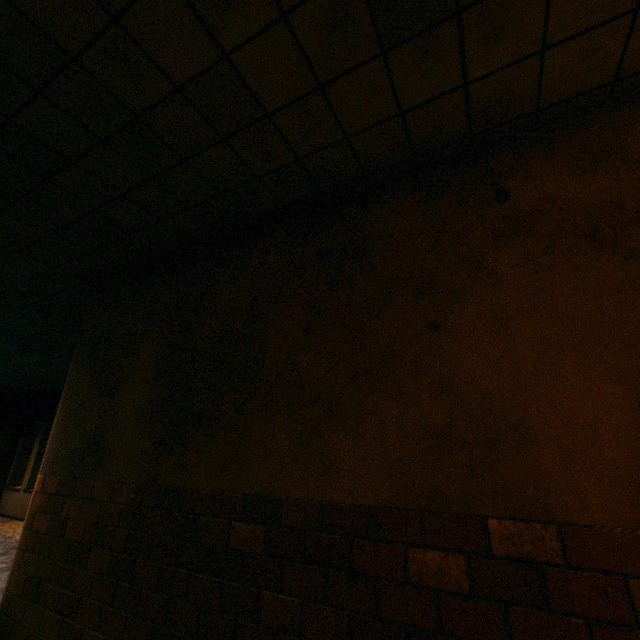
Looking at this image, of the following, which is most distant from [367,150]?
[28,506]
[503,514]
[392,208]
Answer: [28,506]
